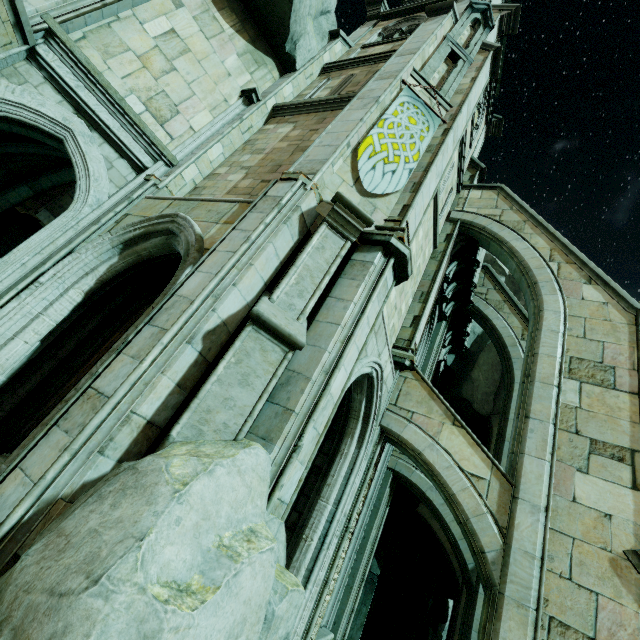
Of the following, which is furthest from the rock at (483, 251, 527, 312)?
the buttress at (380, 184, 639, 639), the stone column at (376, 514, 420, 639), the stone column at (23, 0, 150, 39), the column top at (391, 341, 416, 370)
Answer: the stone column at (23, 0, 150, 39)

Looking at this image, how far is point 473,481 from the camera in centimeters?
685cm

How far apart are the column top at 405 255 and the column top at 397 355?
2.97m

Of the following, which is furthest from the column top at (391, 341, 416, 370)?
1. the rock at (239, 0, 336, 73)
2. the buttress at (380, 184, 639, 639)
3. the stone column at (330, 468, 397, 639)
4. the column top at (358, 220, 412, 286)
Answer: the rock at (239, 0, 336, 73)

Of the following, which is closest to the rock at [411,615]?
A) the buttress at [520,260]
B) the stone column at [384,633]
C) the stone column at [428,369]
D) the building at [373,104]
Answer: the stone column at [384,633]

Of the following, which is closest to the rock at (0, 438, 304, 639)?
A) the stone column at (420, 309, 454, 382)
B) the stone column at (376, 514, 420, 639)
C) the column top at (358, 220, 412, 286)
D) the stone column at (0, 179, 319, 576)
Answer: the stone column at (0, 179, 319, 576)

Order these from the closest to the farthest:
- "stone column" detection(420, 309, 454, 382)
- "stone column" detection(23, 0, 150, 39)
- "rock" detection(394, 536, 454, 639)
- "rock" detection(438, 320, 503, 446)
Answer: "stone column" detection(23, 0, 150, 39)
"stone column" detection(420, 309, 454, 382)
"rock" detection(438, 320, 503, 446)
"rock" detection(394, 536, 454, 639)

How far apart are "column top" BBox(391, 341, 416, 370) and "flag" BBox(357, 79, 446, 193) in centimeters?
432cm
